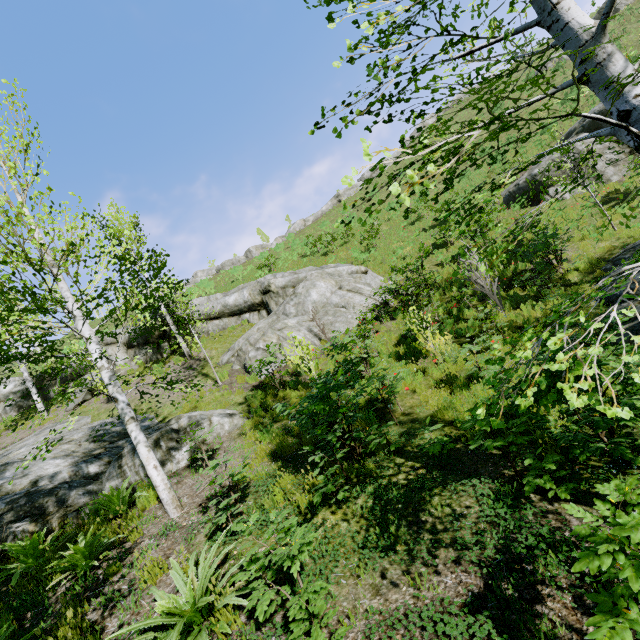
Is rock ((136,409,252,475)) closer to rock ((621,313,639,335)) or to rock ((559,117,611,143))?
rock ((621,313,639,335))

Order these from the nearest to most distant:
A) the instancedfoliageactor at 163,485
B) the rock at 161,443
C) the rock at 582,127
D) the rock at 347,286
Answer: the instancedfoliageactor at 163,485 < the rock at 161,443 < the rock at 347,286 < the rock at 582,127

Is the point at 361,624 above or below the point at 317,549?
below

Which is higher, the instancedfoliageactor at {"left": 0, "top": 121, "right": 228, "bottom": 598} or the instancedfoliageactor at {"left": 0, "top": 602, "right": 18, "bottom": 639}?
the instancedfoliageactor at {"left": 0, "top": 121, "right": 228, "bottom": 598}

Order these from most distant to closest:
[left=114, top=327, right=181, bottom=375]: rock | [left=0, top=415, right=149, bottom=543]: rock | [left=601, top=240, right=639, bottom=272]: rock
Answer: [left=114, top=327, right=181, bottom=375]: rock < [left=601, top=240, right=639, bottom=272]: rock < [left=0, top=415, right=149, bottom=543]: rock

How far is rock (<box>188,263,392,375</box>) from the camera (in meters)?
13.40

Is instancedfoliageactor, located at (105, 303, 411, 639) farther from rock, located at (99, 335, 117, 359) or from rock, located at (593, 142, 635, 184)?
rock, located at (593, 142, 635, 184)

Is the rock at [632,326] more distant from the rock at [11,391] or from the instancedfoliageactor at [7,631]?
the rock at [11,391]
